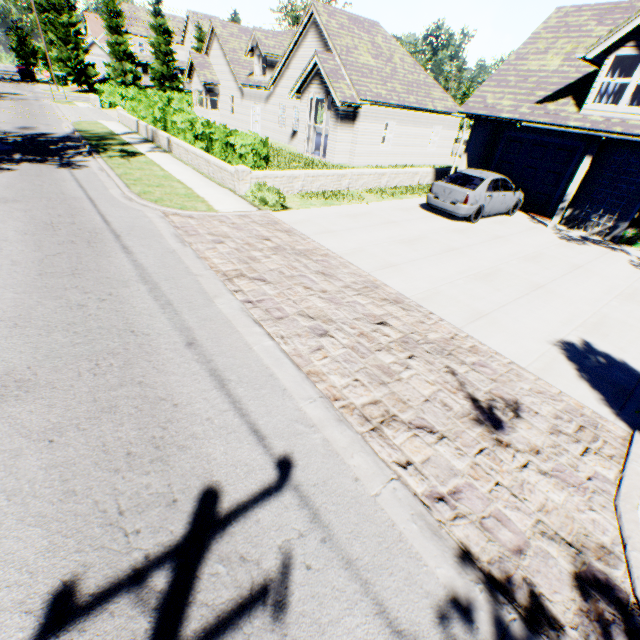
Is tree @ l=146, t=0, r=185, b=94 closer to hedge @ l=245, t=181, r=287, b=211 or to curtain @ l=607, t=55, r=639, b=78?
curtain @ l=607, t=55, r=639, b=78

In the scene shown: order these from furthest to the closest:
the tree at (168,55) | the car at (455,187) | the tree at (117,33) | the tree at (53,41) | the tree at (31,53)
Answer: the tree at (31,53) → the tree at (168,55) → the tree at (117,33) → the tree at (53,41) → the car at (455,187)

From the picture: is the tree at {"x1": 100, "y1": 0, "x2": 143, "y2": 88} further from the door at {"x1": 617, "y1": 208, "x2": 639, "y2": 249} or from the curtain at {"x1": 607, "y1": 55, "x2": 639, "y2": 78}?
the door at {"x1": 617, "y1": 208, "x2": 639, "y2": 249}

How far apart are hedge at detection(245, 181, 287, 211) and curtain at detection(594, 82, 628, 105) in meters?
11.2 m

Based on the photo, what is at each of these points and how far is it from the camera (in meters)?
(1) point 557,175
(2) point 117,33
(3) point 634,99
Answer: (1) garage door, 14.23
(2) tree, 42.09
(3) curtain, 10.51

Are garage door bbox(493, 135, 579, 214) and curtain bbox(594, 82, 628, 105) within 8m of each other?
yes

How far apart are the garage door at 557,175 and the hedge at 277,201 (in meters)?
11.56

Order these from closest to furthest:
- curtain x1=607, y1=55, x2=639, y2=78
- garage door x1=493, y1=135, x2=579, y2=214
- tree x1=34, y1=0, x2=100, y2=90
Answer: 1. curtain x1=607, y1=55, x2=639, y2=78
2. garage door x1=493, y1=135, x2=579, y2=214
3. tree x1=34, y1=0, x2=100, y2=90
